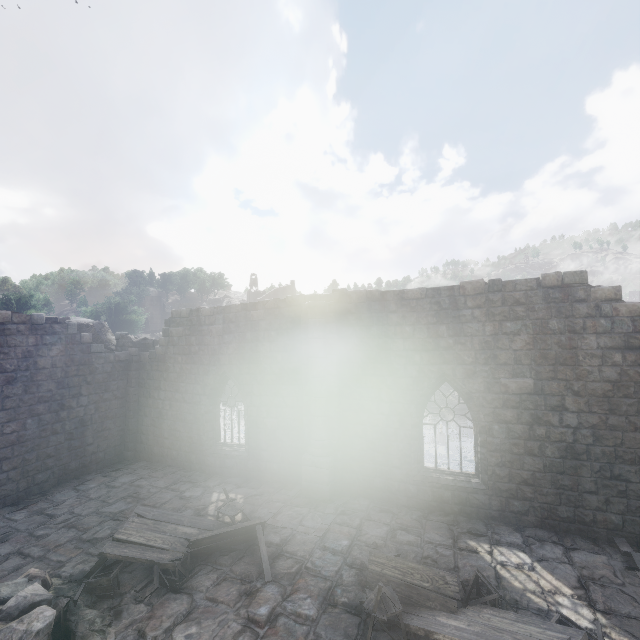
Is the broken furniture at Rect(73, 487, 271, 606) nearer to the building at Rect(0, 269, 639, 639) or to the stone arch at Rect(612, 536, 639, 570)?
the building at Rect(0, 269, 639, 639)

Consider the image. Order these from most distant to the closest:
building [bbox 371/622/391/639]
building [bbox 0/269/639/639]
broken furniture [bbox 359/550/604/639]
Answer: building [bbox 0/269/639/639]
building [bbox 371/622/391/639]
broken furniture [bbox 359/550/604/639]

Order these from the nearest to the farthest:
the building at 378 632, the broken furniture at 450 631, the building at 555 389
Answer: the broken furniture at 450 631, the building at 378 632, the building at 555 389

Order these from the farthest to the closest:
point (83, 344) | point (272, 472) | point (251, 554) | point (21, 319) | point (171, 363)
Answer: point (171, 363)
point (83, 344)
point (272, 472)
point (21, 319)
point (251, 554)

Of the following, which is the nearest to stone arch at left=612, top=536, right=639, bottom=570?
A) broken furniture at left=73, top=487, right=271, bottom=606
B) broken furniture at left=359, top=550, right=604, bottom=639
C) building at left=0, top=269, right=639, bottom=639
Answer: building at left=0, top=269, right=639, bottom=639

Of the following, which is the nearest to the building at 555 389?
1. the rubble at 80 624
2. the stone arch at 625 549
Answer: the rubble at 80 624

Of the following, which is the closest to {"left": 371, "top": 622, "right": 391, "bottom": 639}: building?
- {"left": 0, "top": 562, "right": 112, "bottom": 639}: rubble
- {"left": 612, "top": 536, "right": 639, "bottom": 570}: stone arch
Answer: {"left": 0, "top": 562, "right": 112, "bottom": 639}: rubble

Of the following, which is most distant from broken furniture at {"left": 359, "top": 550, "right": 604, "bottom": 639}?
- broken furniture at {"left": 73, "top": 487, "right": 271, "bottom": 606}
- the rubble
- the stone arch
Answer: the stone arch
